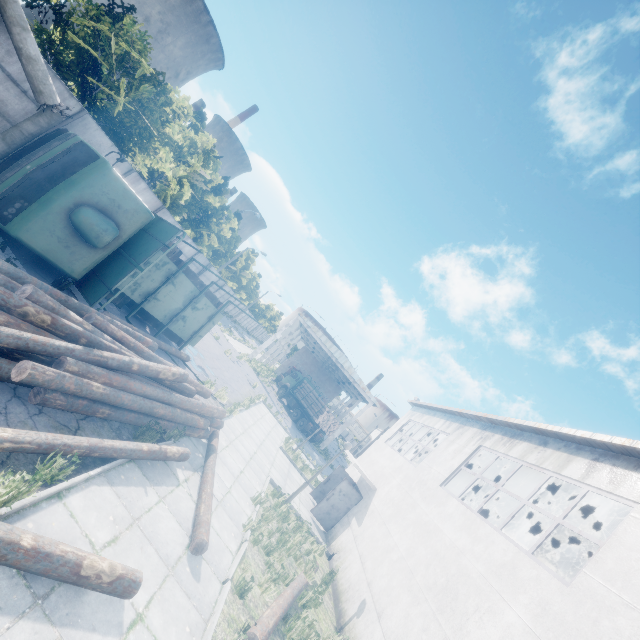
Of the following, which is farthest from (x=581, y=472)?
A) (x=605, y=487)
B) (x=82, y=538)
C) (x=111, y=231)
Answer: (x=111, y=231)

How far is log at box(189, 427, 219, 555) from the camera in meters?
6.0

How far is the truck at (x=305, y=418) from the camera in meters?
31.9

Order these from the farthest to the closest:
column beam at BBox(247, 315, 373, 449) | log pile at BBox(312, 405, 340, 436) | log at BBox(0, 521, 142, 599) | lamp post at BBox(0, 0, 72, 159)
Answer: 1. column beam at BBox(247, 315, 373, 449)
2. log pile at BBox(312, 405, 340, 436)
3. lamp post at BBox(0, 0, 72, 159)
4. log at BBox(0, 521, 142, 599)

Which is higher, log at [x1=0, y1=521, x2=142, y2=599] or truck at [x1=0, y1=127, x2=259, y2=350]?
truck at [x1=0, y1=127, x2=259, y2=350]

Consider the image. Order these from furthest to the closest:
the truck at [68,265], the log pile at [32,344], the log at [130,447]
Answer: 1. the truck at [68,265]
2. the log pile at [32,344]
3. the log at [130,447]

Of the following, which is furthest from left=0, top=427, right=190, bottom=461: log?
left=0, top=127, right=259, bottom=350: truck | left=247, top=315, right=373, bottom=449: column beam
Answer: left=247, top=315, right=373, bottom=449: column beam

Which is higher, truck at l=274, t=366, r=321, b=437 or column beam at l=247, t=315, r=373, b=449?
column beam at l=247, t=315, r=373, b=449
